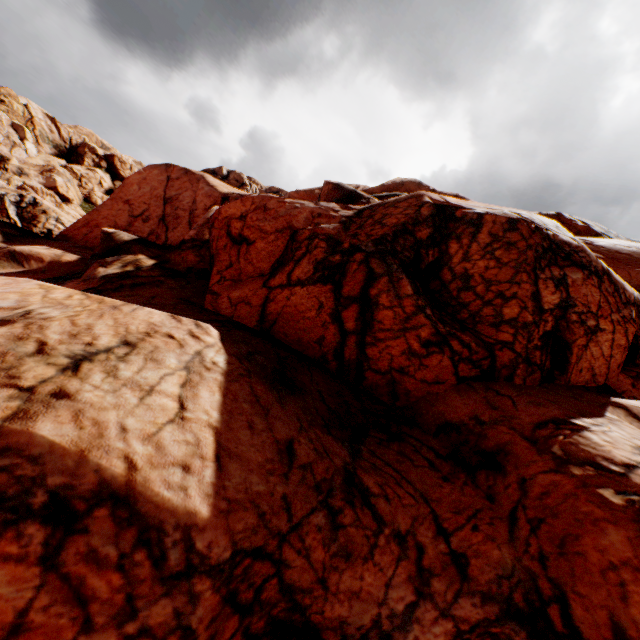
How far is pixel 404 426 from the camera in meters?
9.2
